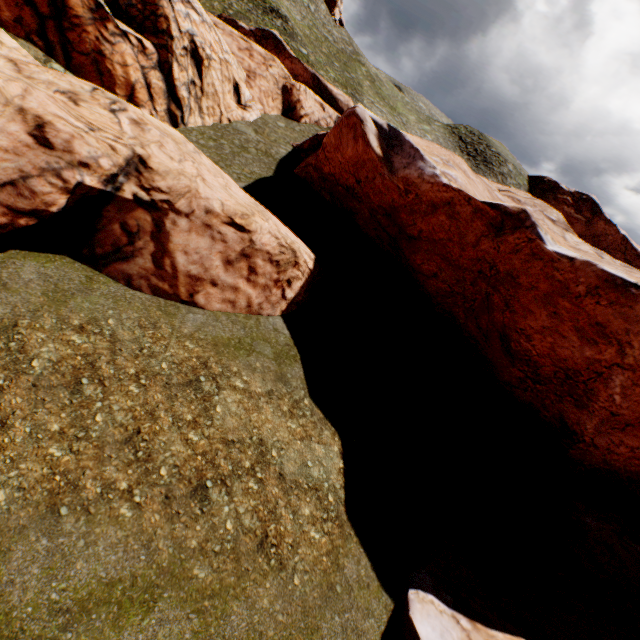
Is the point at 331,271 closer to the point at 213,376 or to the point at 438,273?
the point at 438,273

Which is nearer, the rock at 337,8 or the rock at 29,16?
the rock at 29,16

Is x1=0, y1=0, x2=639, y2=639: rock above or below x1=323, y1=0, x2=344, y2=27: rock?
below

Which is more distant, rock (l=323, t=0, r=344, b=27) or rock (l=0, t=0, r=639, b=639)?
rock (l=323, t=0, r=344, b=27)

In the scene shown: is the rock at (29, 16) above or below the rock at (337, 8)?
below
